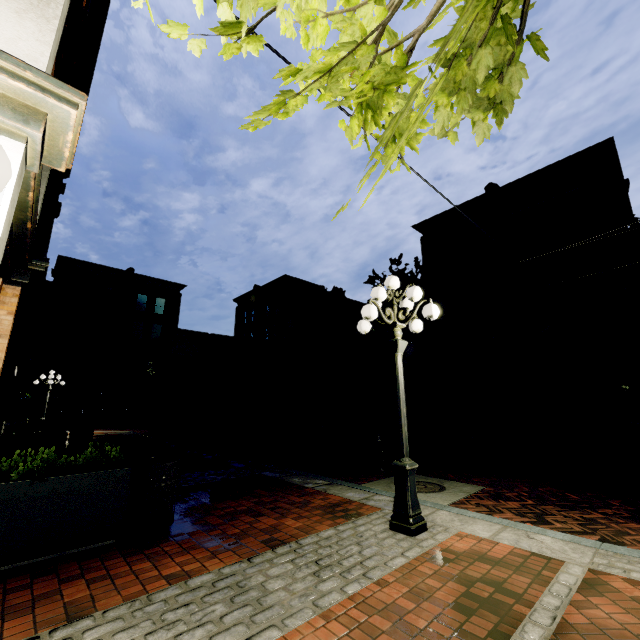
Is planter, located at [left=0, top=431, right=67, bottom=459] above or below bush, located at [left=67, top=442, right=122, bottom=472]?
below

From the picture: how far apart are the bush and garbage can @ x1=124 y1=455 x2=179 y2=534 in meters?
0.2

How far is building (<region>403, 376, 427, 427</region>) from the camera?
21.7 meters

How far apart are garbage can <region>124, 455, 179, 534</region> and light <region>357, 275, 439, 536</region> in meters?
3.0 m

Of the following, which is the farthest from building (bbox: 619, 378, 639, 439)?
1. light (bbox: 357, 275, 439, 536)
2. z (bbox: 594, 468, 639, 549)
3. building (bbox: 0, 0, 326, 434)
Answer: light (bbox: 357, 275, 439, 536)

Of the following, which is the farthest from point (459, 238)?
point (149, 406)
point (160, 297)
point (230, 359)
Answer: point (149, 406)

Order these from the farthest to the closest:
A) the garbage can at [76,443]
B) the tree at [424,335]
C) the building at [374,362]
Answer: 1. the building at [374,362]
2. the tree at [424,335]
3. the garbage can at [76,443]

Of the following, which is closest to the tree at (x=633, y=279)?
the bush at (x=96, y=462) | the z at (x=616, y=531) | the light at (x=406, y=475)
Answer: the z at (x=616, y=531)
